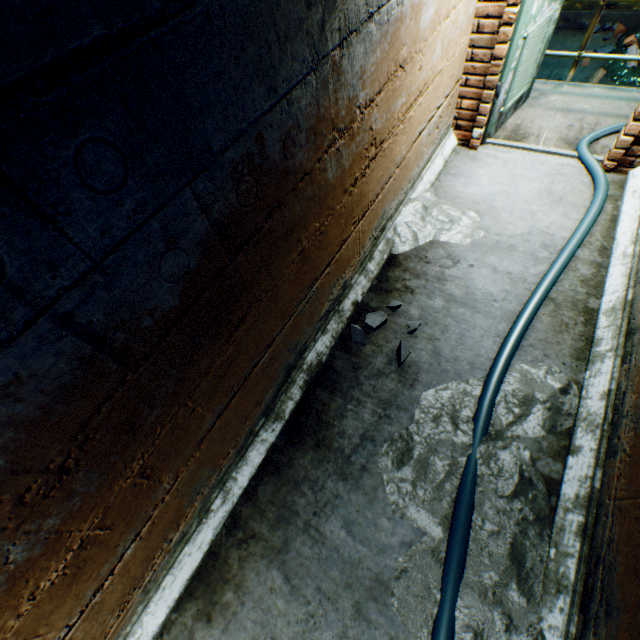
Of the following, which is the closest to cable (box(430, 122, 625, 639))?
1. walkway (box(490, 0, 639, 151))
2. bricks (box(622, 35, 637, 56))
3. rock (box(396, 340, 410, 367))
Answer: walkway (box(490, 0, 639, 151))

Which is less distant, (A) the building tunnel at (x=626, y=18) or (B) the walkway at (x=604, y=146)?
(B) the walkway at (x=604, y=146)

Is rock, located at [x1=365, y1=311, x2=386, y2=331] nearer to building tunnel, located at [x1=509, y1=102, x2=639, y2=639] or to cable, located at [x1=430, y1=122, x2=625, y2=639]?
building tunnel, located at [x1=509, y1=102, x2=639, y2=639]

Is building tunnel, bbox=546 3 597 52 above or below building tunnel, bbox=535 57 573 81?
above

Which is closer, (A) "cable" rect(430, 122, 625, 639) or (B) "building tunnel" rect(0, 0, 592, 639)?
(B) "building tunnel" rect(0, 0, 592, 639)

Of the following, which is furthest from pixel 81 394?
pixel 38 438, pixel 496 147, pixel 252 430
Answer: pixel 496 147

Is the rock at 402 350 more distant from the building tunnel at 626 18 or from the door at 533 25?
the door at 533 25

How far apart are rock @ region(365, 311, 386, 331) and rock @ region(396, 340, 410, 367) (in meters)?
0.20
